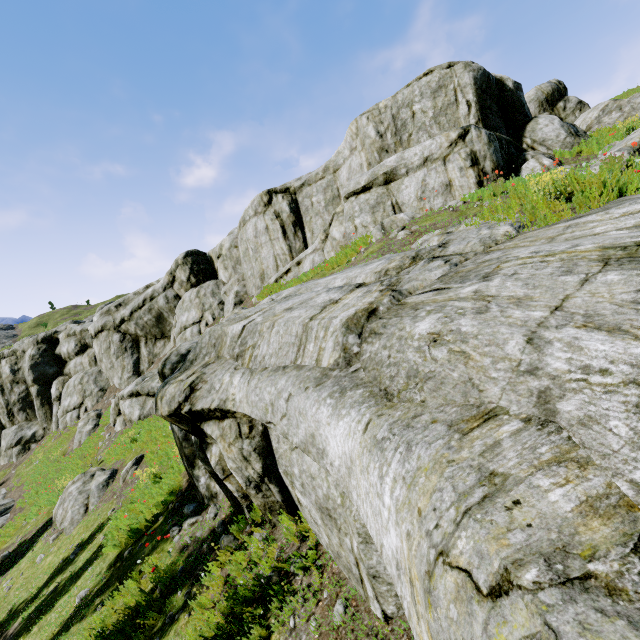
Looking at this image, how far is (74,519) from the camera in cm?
1312

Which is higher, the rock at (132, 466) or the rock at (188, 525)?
the rock at (188, 525)

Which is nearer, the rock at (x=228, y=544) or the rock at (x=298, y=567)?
the rock at (x=298, y=567)

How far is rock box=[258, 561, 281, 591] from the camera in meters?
5.3 m

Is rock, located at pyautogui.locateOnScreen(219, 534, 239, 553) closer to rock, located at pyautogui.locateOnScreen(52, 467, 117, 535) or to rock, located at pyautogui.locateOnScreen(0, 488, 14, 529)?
rock, located at pyautogui.locateOnScreen(0, 488, 14, 529)

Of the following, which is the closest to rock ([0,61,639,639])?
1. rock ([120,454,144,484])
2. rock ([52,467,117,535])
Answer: rock ([120,454,144,484])

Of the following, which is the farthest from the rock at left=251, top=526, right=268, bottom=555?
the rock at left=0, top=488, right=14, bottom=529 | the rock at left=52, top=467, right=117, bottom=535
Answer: the rock at left=52, top=467, right=117, bottom=535
